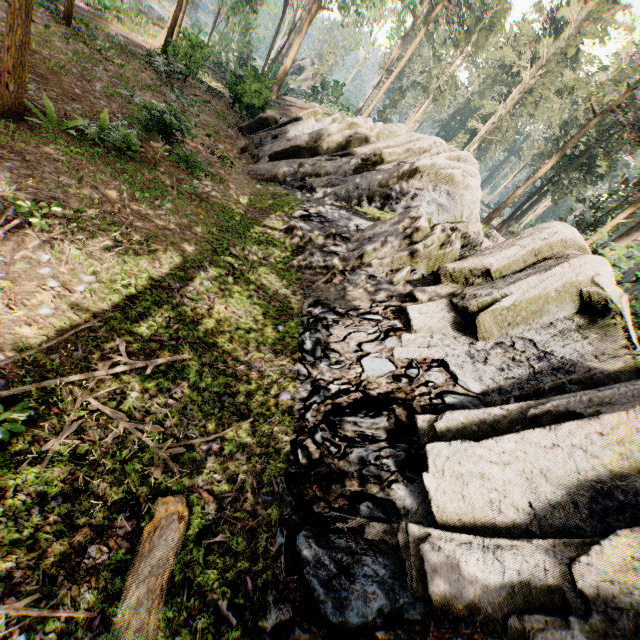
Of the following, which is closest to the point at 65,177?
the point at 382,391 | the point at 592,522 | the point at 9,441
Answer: the point at 9,441

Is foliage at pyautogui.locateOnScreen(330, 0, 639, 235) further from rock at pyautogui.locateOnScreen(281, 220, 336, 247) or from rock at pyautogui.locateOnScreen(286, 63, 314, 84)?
rock at pyautogui.locateOnScreen(281, 220, 336, 247)

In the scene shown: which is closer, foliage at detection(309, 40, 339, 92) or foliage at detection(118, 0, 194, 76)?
foliage at detection(118, 0, 194, 76)

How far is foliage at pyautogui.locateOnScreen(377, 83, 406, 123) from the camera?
49.2m

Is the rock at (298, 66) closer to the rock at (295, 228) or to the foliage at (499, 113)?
the foliage at (499, 113)
